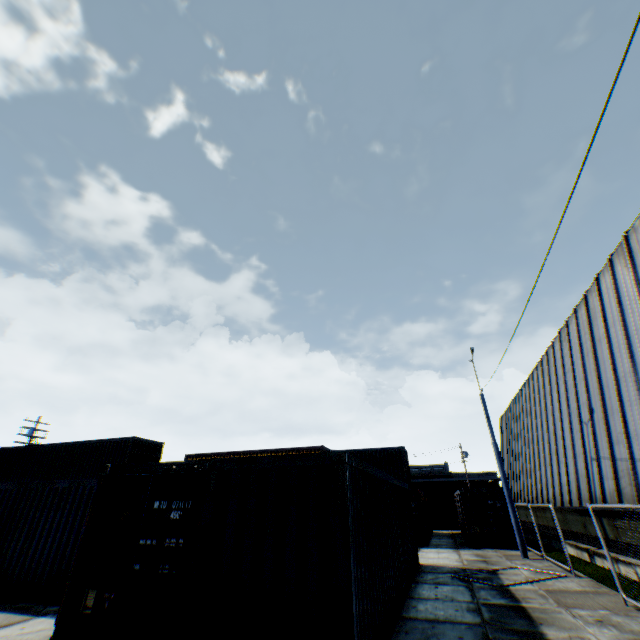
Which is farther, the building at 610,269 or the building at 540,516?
the building at 540,516

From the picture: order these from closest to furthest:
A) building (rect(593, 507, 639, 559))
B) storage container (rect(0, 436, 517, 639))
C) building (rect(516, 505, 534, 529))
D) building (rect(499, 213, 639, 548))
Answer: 1. storage container (rect(0, 436, 517, 639))
2. building (rect(593, 507, 639, 559))
3. building (rect(499, 213, 639, 548))
4. building (rect(516, 505, 534, 529))

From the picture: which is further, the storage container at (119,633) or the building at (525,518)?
the building at (525,518)

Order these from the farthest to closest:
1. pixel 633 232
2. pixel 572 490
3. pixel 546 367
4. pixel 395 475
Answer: pixel 395 475 → pixel 546 367 → pixel 572 490 → pixel 633 232

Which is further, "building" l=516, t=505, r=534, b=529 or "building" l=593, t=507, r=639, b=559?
"building" l=516, t=505, r=534, b=529

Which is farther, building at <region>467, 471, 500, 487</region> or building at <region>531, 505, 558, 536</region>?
building at <region>467, 471, 500, 487</region>

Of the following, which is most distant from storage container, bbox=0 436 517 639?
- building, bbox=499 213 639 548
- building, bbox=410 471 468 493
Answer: building, bbox=410 471 468 493
